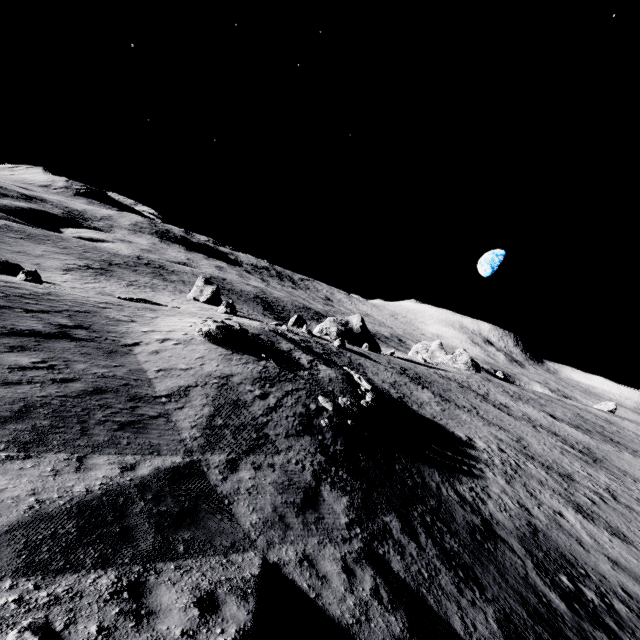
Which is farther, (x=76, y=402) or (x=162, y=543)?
(x=76, y=402)

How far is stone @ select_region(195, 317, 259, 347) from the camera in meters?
20.4

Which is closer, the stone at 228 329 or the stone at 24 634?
the stone at 24 634

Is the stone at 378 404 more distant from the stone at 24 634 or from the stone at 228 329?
the stone at 24 634

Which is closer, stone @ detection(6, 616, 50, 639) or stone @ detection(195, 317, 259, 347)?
stone @ detection(6, 616, 50, 639)

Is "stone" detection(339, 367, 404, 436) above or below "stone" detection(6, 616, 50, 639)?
below

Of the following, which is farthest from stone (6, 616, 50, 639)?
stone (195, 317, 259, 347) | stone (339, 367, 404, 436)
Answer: stone (195, 317, 259, 347)

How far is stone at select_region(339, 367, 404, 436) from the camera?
18.52m
